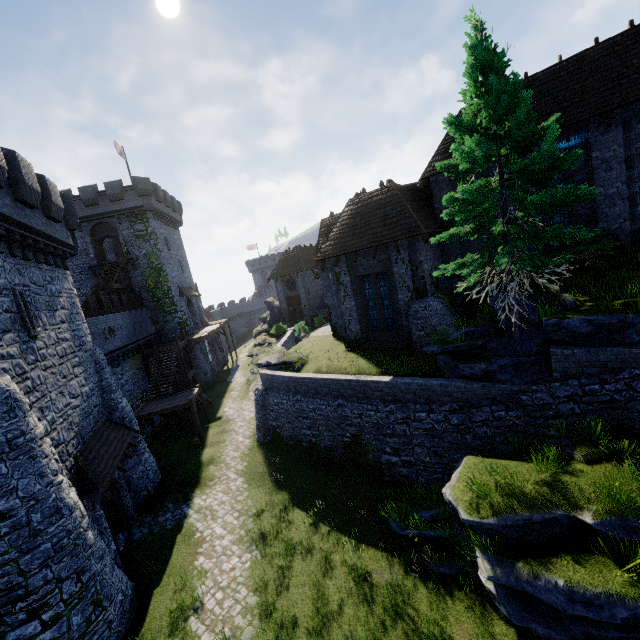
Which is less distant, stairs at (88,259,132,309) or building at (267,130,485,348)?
building at (267,130,485,348)

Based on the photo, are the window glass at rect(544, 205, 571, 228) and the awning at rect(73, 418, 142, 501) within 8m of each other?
no

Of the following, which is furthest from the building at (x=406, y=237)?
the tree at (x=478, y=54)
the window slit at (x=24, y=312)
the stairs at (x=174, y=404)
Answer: the window slit at (x=24, y=312)

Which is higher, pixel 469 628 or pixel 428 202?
pixel 428 202

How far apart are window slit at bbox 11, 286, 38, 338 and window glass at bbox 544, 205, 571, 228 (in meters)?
21.97

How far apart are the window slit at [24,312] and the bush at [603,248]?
19.9 meters

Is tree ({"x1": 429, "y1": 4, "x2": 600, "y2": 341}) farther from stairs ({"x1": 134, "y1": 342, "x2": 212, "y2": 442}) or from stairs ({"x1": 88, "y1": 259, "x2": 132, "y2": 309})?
stairs ({"x1": 88, "y1": 259, "x2": 132, "y2": 309})

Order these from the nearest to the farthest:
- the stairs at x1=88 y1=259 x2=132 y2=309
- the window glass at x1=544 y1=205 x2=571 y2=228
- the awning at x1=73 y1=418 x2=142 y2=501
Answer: the awning at x1=73 y1=418 x2=142 y2=501
the window glass at x1=544 y1=205 x2=571 y2=228
the stairs at x1=88 y1=259 x2=132 y2=309
